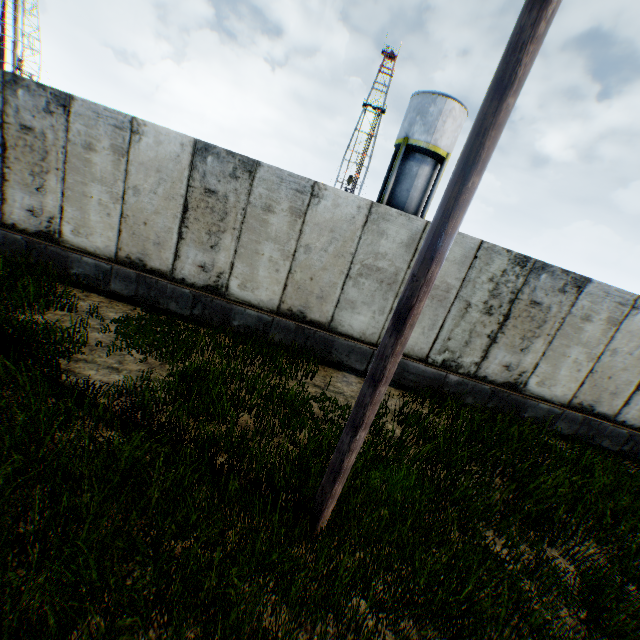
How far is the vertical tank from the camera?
21.03m

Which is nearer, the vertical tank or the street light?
the street light

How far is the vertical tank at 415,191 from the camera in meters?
21.0 m

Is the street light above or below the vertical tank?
below

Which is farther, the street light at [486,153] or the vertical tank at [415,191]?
the vertical tank at [415,191]

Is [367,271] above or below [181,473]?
above
